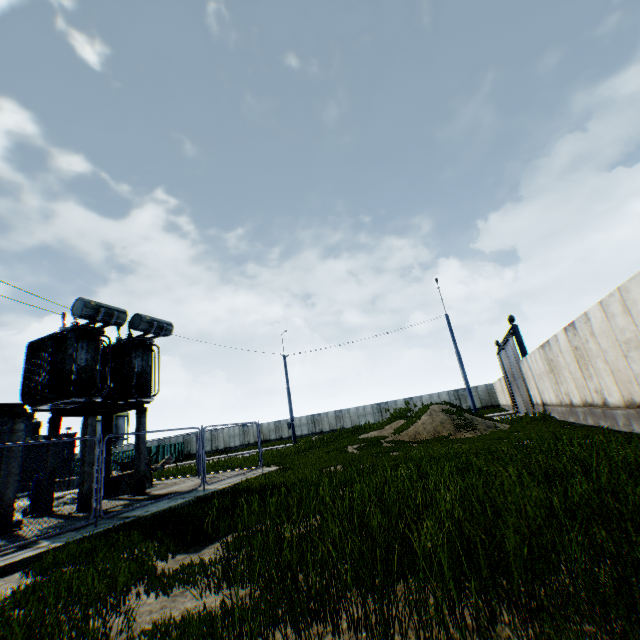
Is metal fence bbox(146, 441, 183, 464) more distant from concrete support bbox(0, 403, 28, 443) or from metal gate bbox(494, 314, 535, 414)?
metal gate bbox(494, 314, 535, 414)

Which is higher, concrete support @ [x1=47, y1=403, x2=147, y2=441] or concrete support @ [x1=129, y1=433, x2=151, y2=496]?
concrete support @ [x1=47, y1=403, x2=147, y2=441]

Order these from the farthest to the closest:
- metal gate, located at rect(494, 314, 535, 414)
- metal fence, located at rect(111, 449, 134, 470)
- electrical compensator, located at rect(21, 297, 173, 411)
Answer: metal fence, located at rect(111, 449, 134, 470) < metal gate, located at rect(494, 314, 535, 414) < electrical compensator, located at rect(21, 297, 173, 411)

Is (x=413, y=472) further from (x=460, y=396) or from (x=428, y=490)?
→ (x=460, y=396)

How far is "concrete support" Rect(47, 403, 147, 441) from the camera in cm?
1197

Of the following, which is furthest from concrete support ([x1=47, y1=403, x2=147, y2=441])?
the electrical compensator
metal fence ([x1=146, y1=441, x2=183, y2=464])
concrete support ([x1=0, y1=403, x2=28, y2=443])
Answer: metal fence ([x1=146, y1=441, x2=183, y2=464])

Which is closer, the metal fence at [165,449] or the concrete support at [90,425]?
the concrete support at [90,425]

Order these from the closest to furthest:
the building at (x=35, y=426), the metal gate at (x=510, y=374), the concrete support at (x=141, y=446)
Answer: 1. the concrete support at (x=141, y=446)
2. the metal gate at (x=510, y=374)
3. the building at (x=35, y=426)
